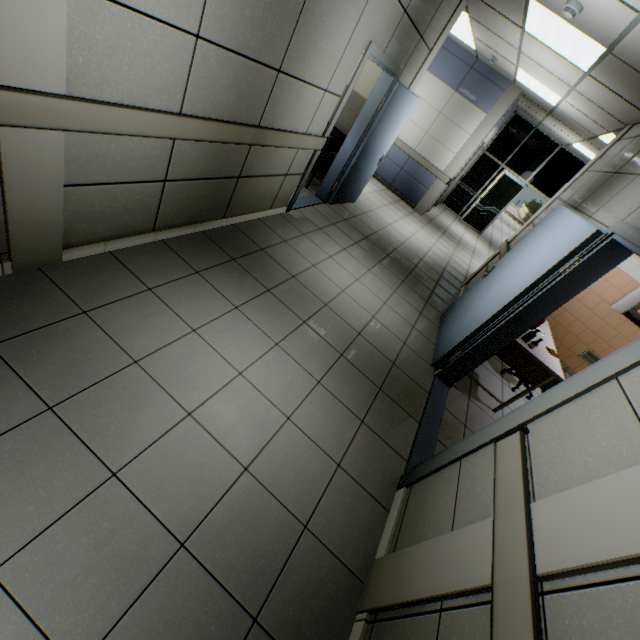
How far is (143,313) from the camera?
2.38m

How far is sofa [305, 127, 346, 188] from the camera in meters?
5.3

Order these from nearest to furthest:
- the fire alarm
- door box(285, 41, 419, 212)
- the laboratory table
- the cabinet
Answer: the fire alarm → the laboratory table → door box(285, 41, 419, 212) → the cabinet

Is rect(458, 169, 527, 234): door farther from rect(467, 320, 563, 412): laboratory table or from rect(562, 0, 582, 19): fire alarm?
rect(562, 0, 582, 19): fire alarm

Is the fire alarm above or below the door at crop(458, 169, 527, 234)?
above

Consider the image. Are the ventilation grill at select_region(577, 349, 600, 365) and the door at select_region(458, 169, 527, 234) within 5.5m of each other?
no

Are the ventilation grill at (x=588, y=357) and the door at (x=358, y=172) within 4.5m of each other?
no

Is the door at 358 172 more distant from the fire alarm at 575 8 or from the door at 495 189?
the door at 495 189
